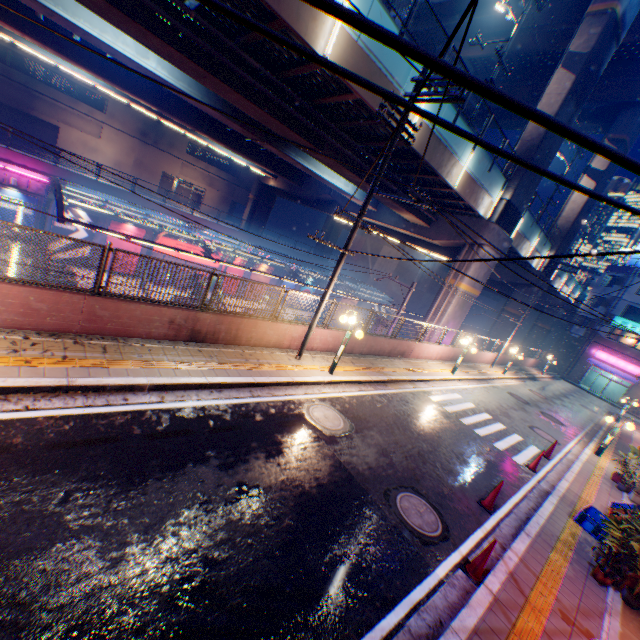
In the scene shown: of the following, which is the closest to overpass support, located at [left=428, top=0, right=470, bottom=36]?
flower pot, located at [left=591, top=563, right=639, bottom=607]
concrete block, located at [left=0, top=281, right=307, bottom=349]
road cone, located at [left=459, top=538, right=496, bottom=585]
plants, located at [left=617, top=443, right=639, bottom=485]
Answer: concrete block, located at [left=0, top=281, right=307, bottom=349]

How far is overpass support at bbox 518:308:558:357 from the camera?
41.12m

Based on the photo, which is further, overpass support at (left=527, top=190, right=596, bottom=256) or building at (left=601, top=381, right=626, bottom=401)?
building at (left=601, top=381, right=626, bottom=401)

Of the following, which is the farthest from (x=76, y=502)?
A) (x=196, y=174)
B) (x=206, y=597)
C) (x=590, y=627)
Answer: (x=196, y=174)

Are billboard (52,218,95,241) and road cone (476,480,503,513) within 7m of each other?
no

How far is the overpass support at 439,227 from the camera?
21.7 meters

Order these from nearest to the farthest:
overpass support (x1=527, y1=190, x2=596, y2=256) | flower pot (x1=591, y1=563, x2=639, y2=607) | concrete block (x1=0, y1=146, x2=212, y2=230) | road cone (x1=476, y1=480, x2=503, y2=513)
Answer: flower pot (x1=591, y1=563, x2=639, y2=607)
road cone (x1=476, y1=480, x2=503, y2=513)
concrete block (x1=0, y1=146, x2=212, y2=230)
overpass support (x1=527, y1=190, x2=596, y2=256)
